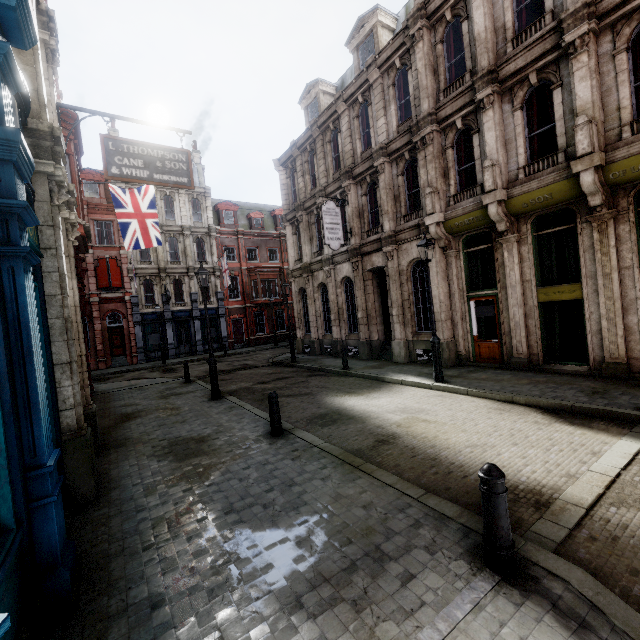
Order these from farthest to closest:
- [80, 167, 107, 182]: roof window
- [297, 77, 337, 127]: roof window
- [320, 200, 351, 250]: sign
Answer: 1. [80, 167, 107, 182]: roof window
2. [297, 77, 337, 127]: roof window
3. [320, 200, 351, 250]: sign

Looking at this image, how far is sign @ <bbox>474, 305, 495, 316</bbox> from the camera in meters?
12.0 m

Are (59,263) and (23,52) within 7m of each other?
yes

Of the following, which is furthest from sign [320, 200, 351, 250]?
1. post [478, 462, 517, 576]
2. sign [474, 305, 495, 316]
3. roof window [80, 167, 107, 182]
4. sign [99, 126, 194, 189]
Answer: roof window [80, 167, 107, 182]

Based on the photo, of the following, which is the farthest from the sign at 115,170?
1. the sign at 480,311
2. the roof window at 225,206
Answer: the roof window at 225,206

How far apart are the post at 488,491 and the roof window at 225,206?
34.78m

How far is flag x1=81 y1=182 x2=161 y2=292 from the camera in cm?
1427

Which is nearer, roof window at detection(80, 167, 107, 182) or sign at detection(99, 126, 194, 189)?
sign at detection(99, 126, 194, 189)
